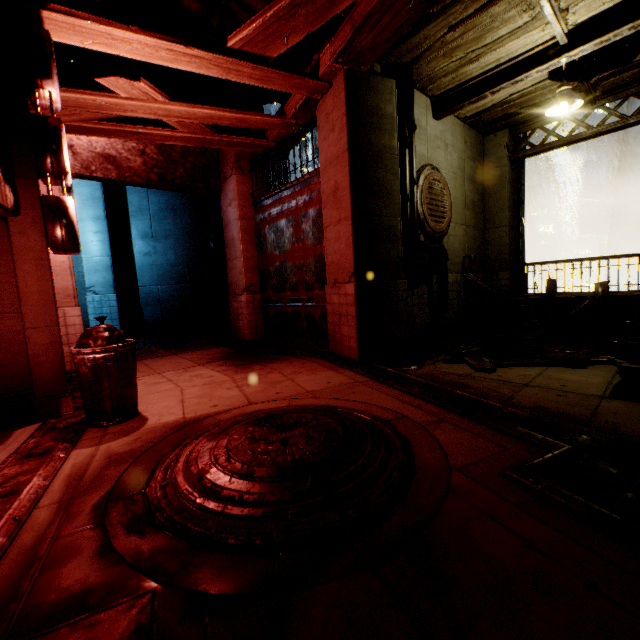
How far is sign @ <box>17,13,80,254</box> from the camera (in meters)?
4.08

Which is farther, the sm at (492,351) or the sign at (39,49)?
the sm at (492,351)

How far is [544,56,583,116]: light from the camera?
5.79m

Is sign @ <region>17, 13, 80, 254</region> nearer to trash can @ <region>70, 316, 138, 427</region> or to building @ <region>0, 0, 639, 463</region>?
building @ <region>0, 0, 639, 463</region>

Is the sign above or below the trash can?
above

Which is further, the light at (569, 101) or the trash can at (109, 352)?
the light at (569, 101)

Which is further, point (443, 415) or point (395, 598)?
point (443, 415)

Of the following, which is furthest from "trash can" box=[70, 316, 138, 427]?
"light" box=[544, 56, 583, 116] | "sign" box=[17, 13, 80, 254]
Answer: "light" box=[544, 56, 583, 116]
